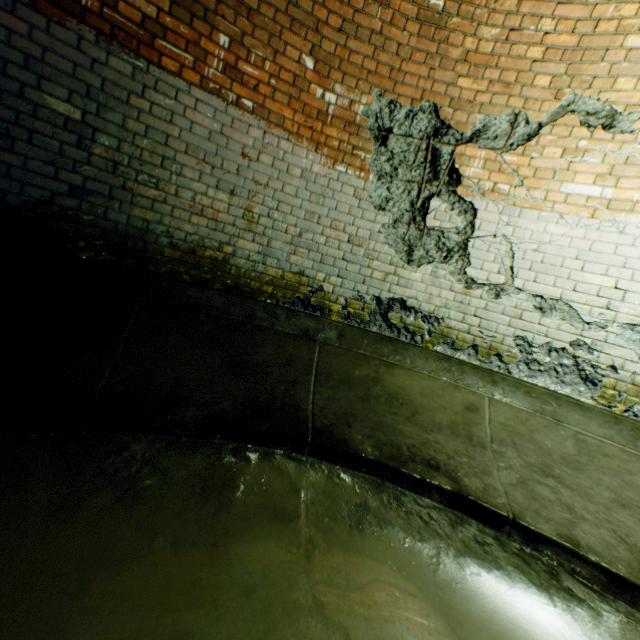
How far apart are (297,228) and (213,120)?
1.2 meters
